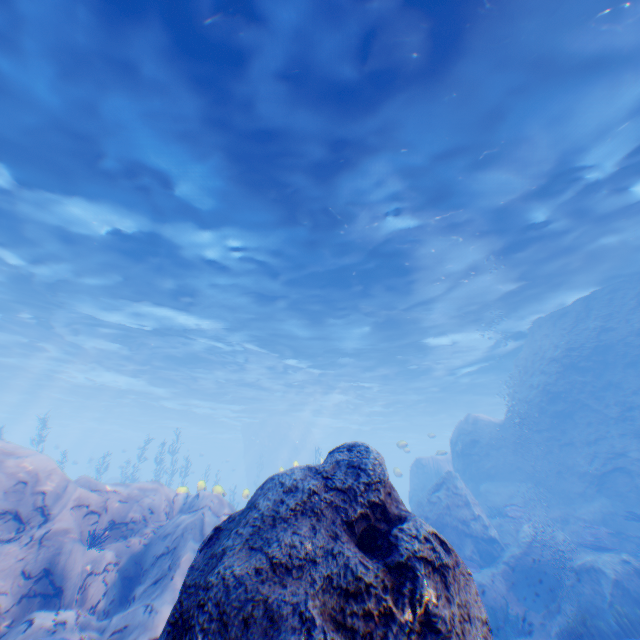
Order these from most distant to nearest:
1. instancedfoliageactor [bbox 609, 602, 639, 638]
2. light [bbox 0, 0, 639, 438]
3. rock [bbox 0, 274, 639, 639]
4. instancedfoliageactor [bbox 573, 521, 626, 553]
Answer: instancedfoliageactor [bbox 573, 521, 626, 553] < instancedfoliageactor [bbox 609, 602, 639, 638] < light [bbox 0, 0, 639, 438] < rock [bbox 0, 274, 639, 639]

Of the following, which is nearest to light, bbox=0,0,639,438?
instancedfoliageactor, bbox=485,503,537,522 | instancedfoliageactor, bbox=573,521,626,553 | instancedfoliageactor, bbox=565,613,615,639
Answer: instancedfoliageactor, bbox=565,613,615,639

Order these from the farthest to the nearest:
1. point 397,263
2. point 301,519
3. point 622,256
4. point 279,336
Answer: point 279,336
point 397,263
point 622,256
point 301,519

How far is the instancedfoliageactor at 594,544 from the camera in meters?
11.1

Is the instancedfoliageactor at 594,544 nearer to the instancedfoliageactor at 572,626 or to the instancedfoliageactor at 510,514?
the instancedfoliageactor at 510,514

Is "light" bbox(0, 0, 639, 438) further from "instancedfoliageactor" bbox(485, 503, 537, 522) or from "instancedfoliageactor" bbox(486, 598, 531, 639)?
"instancedfoliageactor" bbox(486, 598, 531, 639)

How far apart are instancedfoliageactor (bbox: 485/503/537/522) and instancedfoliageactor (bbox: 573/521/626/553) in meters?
1.3

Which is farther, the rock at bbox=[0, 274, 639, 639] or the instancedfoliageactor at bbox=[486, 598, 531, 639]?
the instancedfoliageactor at bbox=[486, 598, 531, 639]
